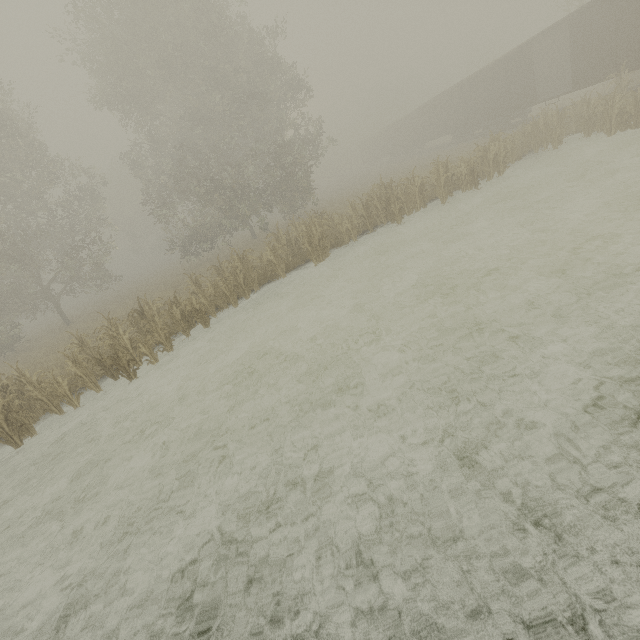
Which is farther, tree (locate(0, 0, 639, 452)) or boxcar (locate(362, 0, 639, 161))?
boxcar (locate(362, 0, 639, 161))

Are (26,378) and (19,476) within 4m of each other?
yes

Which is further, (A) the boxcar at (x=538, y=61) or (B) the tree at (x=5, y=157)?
(A) the boxcar at (x=538, y=61)
